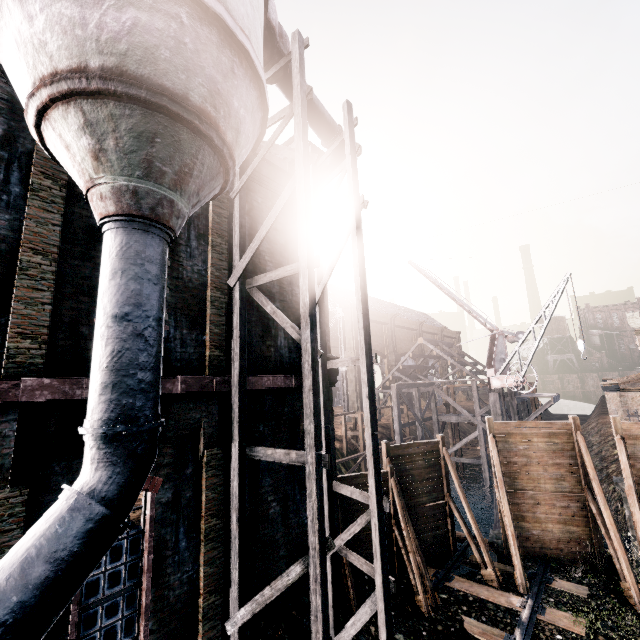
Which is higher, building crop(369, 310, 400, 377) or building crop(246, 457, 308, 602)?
building crop(369, 310, 400, 377)

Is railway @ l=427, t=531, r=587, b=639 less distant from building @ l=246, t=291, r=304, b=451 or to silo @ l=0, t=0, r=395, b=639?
silo @ l=0, t=0, r=395, b=639

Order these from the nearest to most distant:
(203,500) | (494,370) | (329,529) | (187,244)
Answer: (203,500)
(187,244)
(329,529)
(494,370)

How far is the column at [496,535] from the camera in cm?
1398

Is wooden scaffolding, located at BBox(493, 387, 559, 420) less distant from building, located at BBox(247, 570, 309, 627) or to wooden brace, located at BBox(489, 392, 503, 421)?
wooden brace, located at BBox(489, 392, 503, 421)

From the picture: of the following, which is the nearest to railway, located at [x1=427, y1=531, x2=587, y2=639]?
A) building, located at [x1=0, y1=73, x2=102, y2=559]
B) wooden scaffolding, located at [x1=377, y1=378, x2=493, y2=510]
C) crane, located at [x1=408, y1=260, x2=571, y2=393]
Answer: building, located at [x1=0, y1=73, x2=102, y2=559]

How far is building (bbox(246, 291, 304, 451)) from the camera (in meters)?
9.24

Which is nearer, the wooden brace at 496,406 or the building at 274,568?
the building at 274,568
